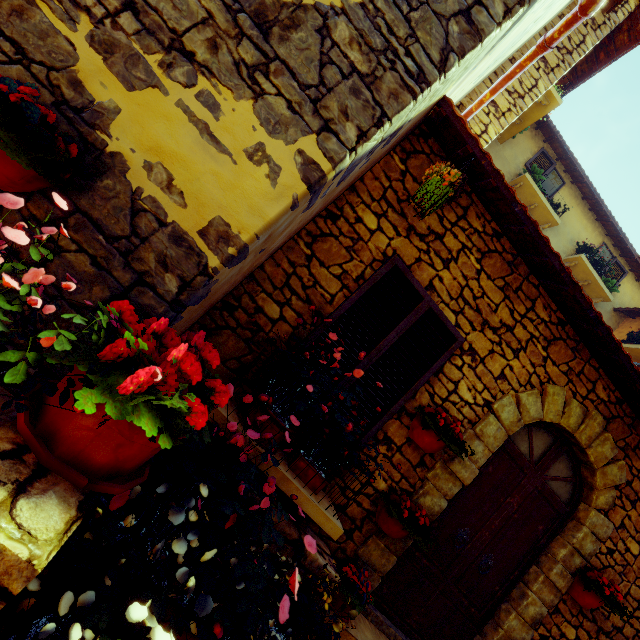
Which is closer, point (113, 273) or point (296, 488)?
point (113, 273)

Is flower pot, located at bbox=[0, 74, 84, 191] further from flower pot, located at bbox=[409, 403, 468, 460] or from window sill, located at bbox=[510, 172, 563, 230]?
window sill, located at bbox=[510, 172, 563, 230]

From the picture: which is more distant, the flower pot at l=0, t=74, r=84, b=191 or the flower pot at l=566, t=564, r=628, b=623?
the flower pot at l=566, t=564, r=628, b=623

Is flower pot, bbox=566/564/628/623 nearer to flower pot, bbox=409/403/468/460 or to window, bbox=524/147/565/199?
flower pot, bbox=409/403/468/460

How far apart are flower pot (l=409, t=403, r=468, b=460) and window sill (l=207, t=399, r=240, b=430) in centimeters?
72cm

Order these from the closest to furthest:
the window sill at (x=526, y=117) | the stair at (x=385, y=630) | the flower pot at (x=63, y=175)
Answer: the flower pot at (x=63, y=175), the stair at (x=385, y=630), the window sill at (x=526, y=117)

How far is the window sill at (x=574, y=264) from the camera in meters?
8.1 m

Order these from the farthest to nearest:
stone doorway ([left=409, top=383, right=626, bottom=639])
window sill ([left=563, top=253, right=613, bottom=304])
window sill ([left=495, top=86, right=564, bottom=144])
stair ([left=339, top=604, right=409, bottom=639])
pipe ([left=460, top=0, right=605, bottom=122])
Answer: window sill ([left=563, top=253, right=613, bottom=304]) → window sill ([left=495, top=86, right=564, bottom=144]) → stone doorway ([left=409, top=383, right=626, bottom=639]) → stair ([left=339, top=604, right=409, bottom=639]) → pipe ([left=460, top=0, right=605, bottom=122])
